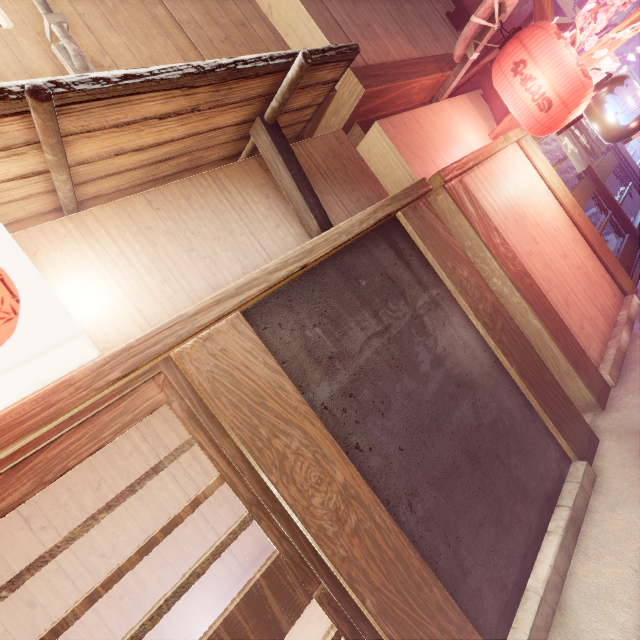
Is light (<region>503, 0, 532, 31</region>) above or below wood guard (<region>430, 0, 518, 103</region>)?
above

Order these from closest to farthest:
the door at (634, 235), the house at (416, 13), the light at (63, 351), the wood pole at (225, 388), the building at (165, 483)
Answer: the light at (63, 351)
the wood pole at (225, 388)
the house at (416, 13)
the building at (165, 483)
the door at (634, 235)

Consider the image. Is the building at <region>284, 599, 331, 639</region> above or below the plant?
below

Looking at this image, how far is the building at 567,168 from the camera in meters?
13.4 m

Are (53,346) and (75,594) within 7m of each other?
no

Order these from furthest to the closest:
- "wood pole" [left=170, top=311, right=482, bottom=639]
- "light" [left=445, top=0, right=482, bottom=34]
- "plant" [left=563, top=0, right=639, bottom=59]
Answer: "light" [left=445, top=0, right=482, bottom=34] → "plant" [left=563, top=0, right=639, bottom=59] → "wood pole" [left=170, top=311, right=482, bottom=639]

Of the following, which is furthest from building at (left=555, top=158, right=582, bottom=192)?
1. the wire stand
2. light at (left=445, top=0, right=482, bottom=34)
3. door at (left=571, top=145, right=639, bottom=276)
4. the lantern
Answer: the lantern

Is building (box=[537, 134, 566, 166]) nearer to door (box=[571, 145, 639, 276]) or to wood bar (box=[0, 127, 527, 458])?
door (box=[571, 145, 639, 276])
